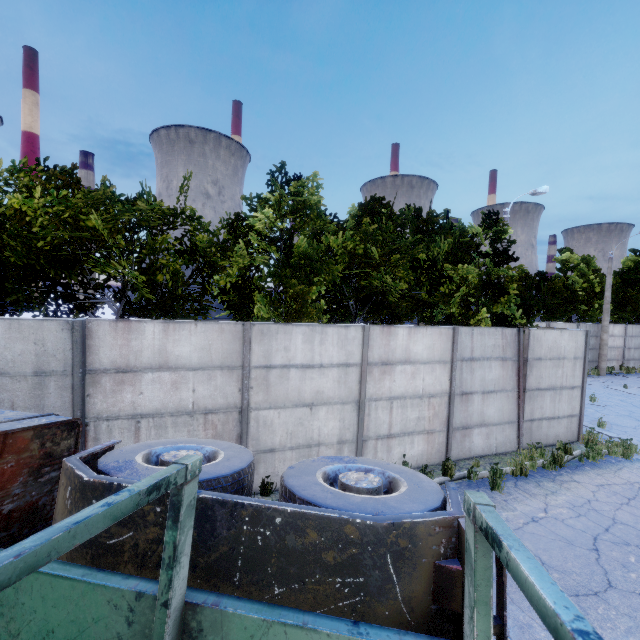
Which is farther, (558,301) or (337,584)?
(558,301)
